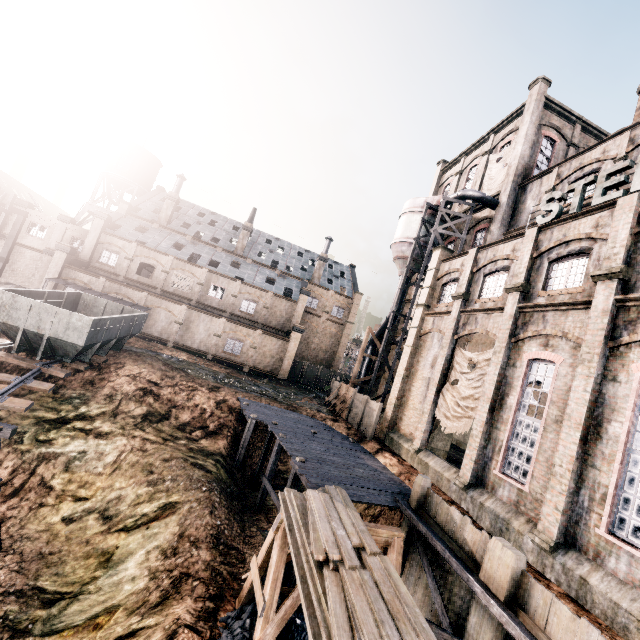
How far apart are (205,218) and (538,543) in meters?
55.6 m

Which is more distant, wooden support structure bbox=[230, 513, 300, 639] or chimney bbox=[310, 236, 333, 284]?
chimney bbox=[310, 236, 333, 284]

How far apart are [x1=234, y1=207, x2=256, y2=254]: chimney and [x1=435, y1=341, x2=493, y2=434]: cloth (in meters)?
36.15

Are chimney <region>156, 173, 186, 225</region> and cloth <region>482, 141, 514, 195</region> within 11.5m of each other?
no

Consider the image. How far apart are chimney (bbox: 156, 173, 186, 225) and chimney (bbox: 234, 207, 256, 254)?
9.45m

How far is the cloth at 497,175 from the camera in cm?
2922

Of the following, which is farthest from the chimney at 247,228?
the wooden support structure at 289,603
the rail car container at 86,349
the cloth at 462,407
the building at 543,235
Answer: the wooden support structure at 289,603

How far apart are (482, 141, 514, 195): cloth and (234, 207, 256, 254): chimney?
31.04m
